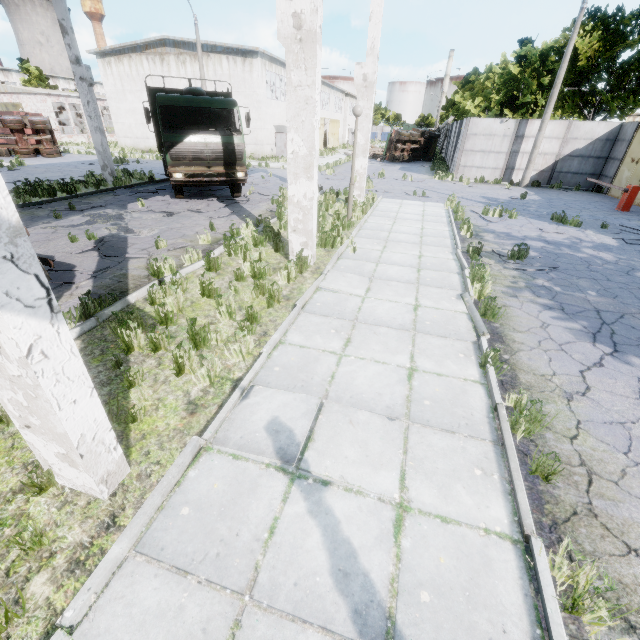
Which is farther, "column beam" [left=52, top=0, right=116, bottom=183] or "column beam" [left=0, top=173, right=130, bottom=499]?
"column beam" [left=52, top=0, right=116, bottom=183]

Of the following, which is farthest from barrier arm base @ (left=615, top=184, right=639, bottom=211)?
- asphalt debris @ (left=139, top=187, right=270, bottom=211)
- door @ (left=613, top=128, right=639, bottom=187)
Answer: asphalt debris @ (left=139, top=187, right=270, bottom=211)

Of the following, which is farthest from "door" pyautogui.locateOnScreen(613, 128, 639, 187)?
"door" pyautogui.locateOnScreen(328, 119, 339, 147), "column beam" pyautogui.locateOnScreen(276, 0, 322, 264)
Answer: "door" pyautogui.locateOnScreen(328, 119, 339, 147)

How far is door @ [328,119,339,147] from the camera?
47.73m

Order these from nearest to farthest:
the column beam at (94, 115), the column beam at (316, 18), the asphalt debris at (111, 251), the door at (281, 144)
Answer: → the column beam at (316, 18), the asphalt debris at (111, 251), the column beam at (94, 115), the door at (281, 144)

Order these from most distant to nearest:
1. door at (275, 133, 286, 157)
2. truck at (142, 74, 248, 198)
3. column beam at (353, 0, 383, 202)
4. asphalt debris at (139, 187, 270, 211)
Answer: door at (275, 133, 286, 157)
asphalt debris at (139, 187, 270, 211)
truck at (142, 74, 248, 198)
column beam at (353, 0, 383, 202)

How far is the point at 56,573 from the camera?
2.3m

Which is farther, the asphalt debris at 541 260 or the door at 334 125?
the door at 334 125
